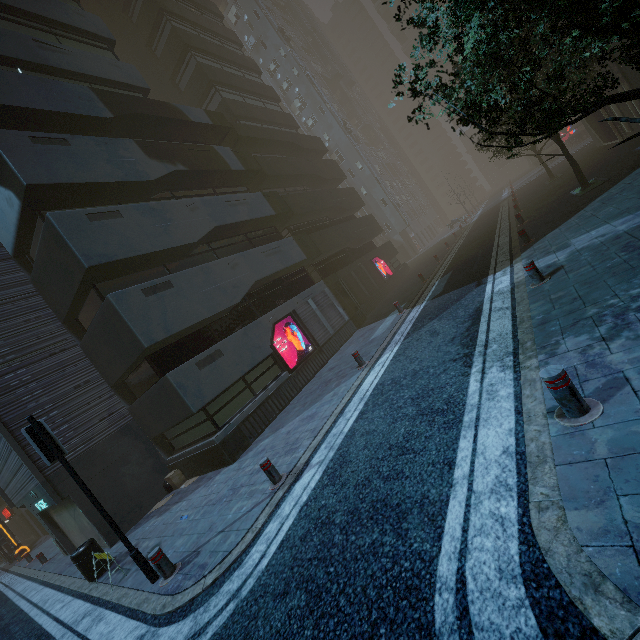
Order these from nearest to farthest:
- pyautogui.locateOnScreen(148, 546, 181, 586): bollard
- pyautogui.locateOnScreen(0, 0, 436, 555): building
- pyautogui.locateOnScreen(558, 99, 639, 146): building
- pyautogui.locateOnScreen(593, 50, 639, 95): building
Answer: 1. pyautogui.locateOnScreen(148, 546, 181, 586): bollard
2. pyautogui.locateOnScreen(0, 0, 436, 555): building
3. pyautogui.locateOnScreen(593, 50, 639, 95): building
4. pyautogui.locateOnScreen(558, 99, 639, 146): building

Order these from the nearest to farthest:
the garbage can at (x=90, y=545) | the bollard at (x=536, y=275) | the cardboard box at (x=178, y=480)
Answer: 1. the bollard at (x=536, y=275)
2. the garbage can at (x=90, y=545)
3. the cardboard box at (x=178, y=480)

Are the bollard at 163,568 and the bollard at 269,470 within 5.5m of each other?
yes

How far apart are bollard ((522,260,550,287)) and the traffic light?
10.05m

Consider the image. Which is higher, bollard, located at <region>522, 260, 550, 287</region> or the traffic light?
the traffic light

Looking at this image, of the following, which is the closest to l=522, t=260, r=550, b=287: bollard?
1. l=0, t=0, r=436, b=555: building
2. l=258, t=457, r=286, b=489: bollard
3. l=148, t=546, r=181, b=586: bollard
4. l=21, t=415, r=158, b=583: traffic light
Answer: l=0, t=0, r=436, b=555: building

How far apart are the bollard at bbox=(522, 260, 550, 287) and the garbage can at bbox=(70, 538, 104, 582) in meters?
13.0 m

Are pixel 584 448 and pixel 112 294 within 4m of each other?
no
